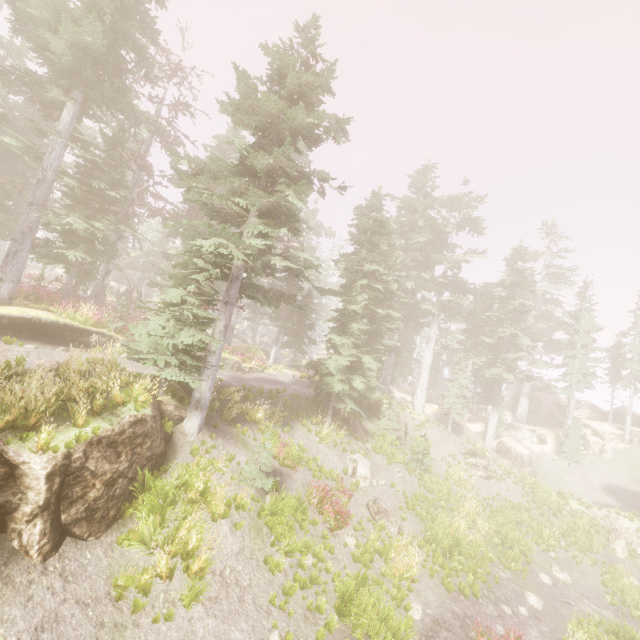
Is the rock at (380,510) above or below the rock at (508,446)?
below

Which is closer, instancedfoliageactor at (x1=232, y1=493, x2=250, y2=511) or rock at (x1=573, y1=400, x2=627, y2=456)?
instancedfoliageactor at (x1=232, y1=493, x2=250, y2=511)

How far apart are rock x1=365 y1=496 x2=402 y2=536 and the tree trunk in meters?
16.1

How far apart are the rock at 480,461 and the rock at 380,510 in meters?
13.3

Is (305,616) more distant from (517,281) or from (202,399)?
(517,281)

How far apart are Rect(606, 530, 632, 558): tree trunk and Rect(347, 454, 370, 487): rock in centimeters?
1690cm

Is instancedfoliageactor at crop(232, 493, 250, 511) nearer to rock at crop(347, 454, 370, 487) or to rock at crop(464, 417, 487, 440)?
rock at crop(347, 454, 370, 487)

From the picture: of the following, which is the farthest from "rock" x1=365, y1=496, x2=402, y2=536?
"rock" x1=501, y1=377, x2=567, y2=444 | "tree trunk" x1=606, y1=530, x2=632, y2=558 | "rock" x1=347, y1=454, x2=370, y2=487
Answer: "rock" x1=501, y1=377, x2=567, y2=444
